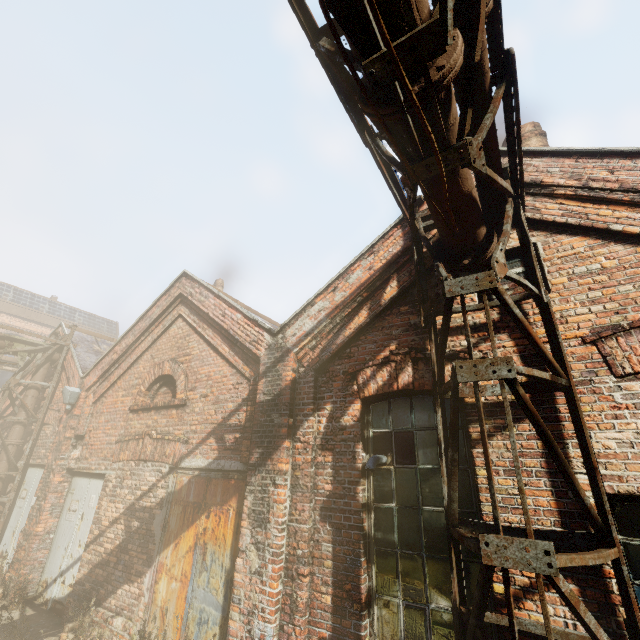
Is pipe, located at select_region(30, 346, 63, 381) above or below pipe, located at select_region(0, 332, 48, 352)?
below

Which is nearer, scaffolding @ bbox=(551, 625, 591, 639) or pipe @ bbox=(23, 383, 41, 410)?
scaffolding @ bbox=(551, 625, 591, 639)

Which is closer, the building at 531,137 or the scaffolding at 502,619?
the scaffolding at 502,619

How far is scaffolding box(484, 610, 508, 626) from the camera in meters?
2.8 m

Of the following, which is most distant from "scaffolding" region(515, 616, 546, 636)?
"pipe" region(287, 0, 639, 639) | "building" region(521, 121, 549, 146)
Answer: "building" region(521, 121, 549, 146)

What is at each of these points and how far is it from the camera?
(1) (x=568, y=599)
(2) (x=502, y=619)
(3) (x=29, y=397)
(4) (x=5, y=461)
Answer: (1) pipe, 2.2 meters
(2) scaffolding, 2.8 meters
(3) pipe, 9.6 meters
(4) pipe, 8.9 meters

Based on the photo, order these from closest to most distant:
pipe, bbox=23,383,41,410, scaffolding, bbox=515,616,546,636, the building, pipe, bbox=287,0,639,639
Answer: pipe, bbox=287,0,639,639, scaffolding, bbox=515,616,546,636, the building, pipe, bbox=23,383,41,410

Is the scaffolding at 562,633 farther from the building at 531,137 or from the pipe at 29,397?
the building at 531,137
